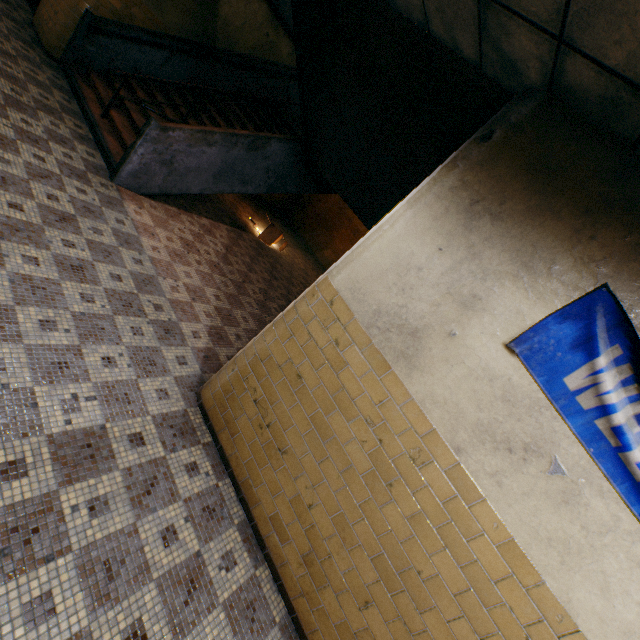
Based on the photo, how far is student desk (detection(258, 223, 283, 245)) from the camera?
8.7 meters

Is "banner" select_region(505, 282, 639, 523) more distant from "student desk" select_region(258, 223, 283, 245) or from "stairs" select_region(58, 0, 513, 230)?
"student desk" select_region(258, 223, 283, 245)

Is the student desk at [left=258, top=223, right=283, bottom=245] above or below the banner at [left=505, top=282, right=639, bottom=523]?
below

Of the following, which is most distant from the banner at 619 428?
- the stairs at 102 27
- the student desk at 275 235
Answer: the student desk at 275 235

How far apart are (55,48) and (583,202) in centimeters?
923cm

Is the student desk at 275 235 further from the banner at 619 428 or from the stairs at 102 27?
the banner at 619 428

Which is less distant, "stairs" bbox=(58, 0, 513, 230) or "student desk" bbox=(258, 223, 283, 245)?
"stairs" bbox=(58, 0, 513, 230)
